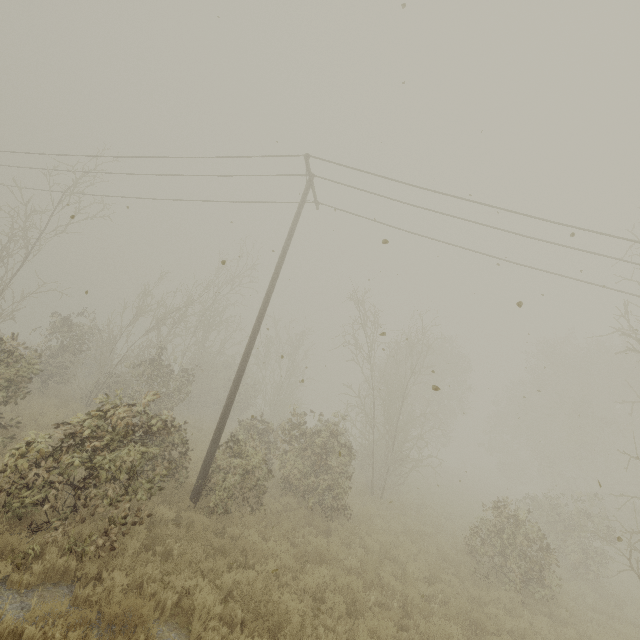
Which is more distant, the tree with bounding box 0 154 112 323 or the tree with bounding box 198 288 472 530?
the tree with bounding box 0 154 112 323

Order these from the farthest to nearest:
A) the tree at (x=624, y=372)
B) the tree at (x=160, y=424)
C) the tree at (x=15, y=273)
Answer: the tree at (x=15, y=273), the tree at (x=624, y=372), the tree at (x=160, y=424)

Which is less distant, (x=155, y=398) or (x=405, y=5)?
(x=405, y=5)

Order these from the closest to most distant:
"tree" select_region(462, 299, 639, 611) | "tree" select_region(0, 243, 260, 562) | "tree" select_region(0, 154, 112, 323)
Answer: "tree" select_region(0, 243, 260, 562)
"tree" select_region(462, 299, 639, 611)
"tree" select_region(0, 154, 112, 323)

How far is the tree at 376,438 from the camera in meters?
10.6

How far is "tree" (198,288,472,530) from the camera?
10.6m
